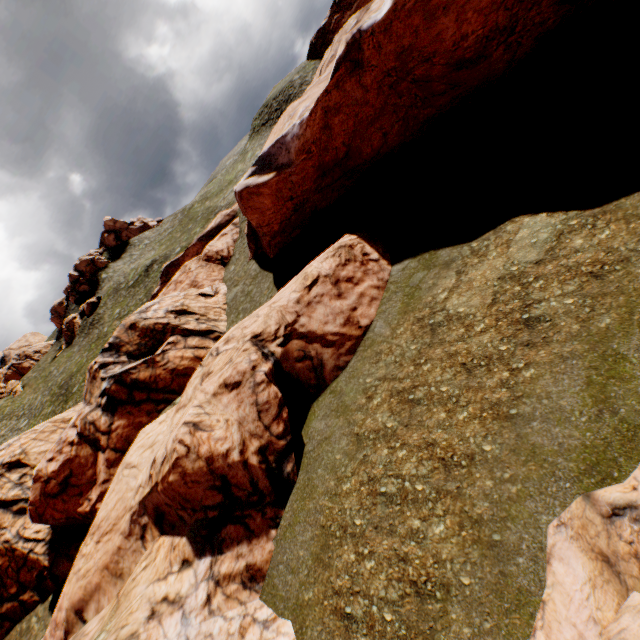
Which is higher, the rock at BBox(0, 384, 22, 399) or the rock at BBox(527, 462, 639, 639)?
the rock at BBox(0, 384, 22, 399)

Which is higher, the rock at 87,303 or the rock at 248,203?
the rock at 87,303

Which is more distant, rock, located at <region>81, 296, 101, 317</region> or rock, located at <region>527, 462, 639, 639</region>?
rock, located at <region>81, 296, 101, 317</region>

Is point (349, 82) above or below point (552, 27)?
above

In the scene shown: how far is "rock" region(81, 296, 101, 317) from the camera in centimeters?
5756cm

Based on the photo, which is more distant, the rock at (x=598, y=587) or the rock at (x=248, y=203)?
the rock at (x=248, y=203)

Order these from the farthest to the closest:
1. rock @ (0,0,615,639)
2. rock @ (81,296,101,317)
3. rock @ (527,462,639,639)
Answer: rock @ (81,296,101,317) < rock @ (0,0,615,639) < rock @ (527,462,639,639)
